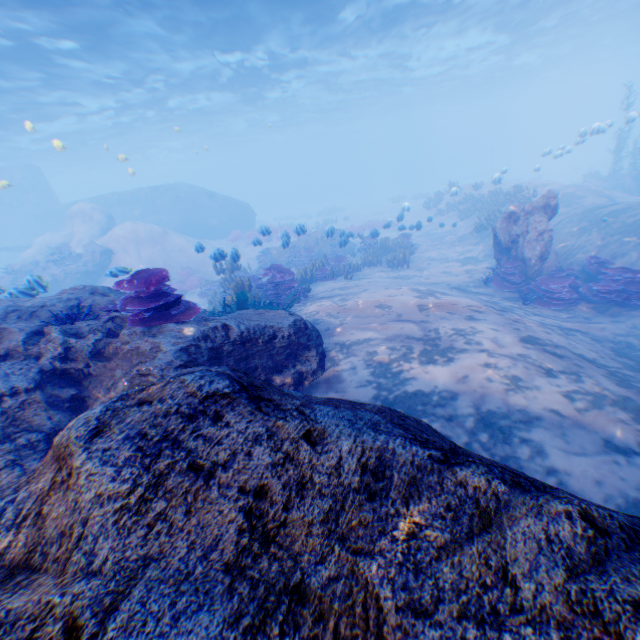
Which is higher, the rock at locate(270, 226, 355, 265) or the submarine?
the submarine

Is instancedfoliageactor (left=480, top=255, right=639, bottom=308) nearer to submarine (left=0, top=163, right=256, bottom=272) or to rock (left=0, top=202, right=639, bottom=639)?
rock (left=0, top=202, right=639, bottom=639)

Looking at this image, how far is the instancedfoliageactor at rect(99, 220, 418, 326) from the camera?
4.5m

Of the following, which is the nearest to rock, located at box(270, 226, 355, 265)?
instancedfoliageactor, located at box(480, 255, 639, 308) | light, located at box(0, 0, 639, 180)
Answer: instancedfoliageactor, located at box(480, 255, 639, 308)

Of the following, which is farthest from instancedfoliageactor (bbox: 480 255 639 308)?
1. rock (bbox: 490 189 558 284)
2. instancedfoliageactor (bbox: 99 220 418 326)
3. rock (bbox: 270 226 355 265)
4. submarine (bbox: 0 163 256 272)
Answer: submarine (bbox: 0 163 256 272)

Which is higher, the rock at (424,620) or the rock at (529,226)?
the rock at (424,620)

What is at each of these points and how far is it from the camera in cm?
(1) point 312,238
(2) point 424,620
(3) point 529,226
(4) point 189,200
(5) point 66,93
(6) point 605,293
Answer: (1) rock, 2000
(2) rock, 100
(3) rock, 1004
(4) submarine, 3016
(5) light, 2172
(6) instancedfoliageactor, 863

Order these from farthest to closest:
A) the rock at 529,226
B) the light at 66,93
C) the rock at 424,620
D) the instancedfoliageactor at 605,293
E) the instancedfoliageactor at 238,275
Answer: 1. the light at 66,93
2. the rock at 529,226
3. the instancedfoliageactor at 605,293
4. the instancedfoliageactor at 238,275
5. the rock at 424,620
